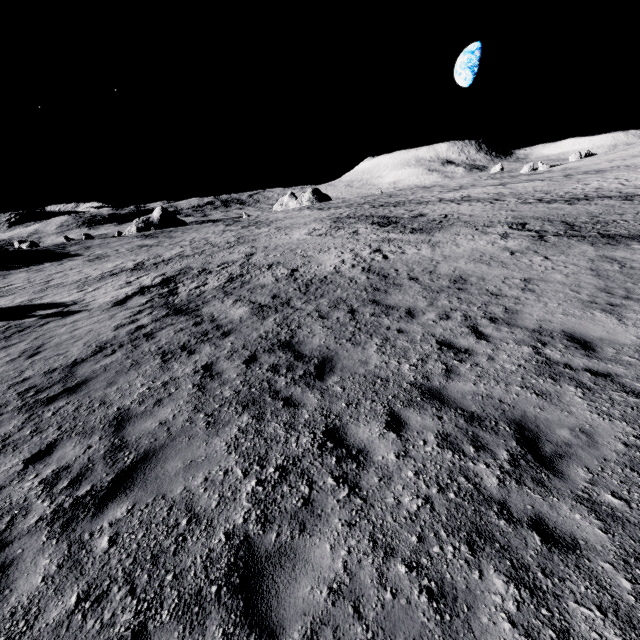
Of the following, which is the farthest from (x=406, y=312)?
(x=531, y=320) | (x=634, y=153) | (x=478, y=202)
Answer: (x=634, y=153)
